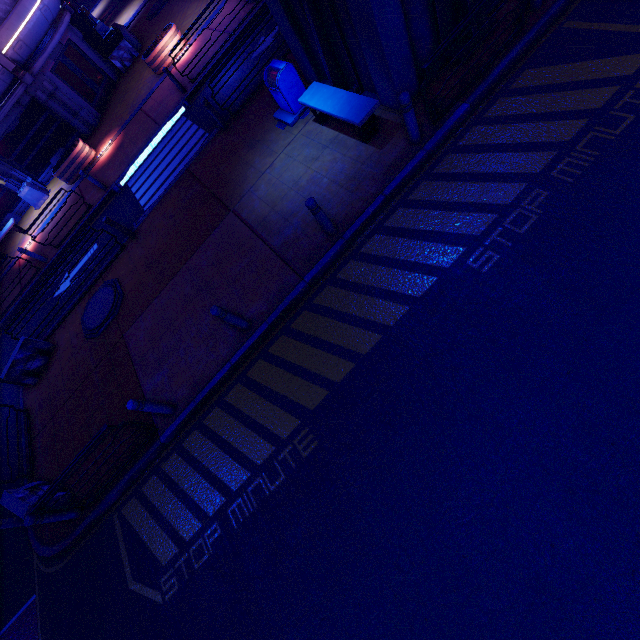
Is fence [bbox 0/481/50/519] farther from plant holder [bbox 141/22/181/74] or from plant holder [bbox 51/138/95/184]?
plant holder [bbox 141/22/181/74]

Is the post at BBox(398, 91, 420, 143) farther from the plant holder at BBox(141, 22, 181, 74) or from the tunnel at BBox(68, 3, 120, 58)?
the tunnel at BBox(68, 3, 120, 58)

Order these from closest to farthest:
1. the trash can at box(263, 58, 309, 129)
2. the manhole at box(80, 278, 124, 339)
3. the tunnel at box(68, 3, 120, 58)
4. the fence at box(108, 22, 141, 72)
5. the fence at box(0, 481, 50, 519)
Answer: the fence at box(0, 481, 50, 519) < the trash can at box(263, 58, 309, 129) < the manhole at box(80, 278, 124, 339) < the fence at box(108, 22, 141, 72) < the tunnel at box(68, 3, 120, 58)

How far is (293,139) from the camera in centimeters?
905cm

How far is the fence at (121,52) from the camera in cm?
1895

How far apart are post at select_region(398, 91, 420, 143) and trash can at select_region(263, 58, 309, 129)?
3.69m

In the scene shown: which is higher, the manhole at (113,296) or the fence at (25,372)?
the fence at (25,372)

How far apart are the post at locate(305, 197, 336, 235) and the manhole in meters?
7.4
